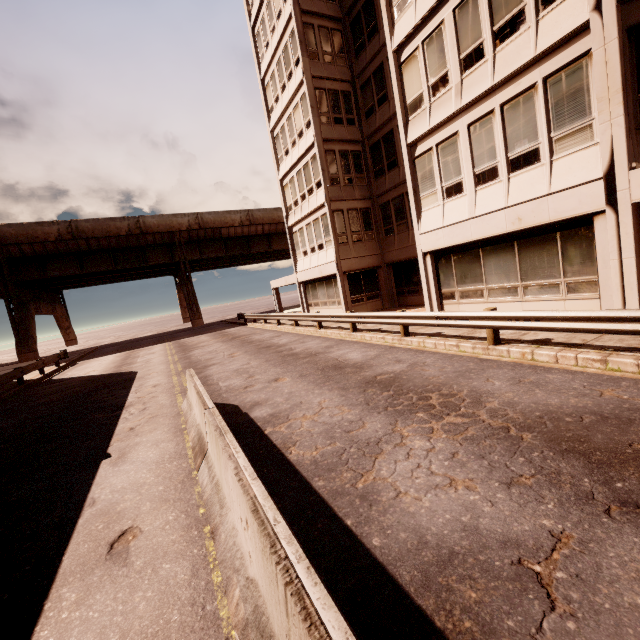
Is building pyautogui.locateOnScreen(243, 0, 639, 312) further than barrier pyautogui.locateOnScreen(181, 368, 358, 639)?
Yes

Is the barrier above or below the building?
below

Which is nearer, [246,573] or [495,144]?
[246,573]

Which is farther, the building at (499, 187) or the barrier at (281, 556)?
the building at (499, 187)

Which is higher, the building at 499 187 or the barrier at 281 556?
the building at 499 187
